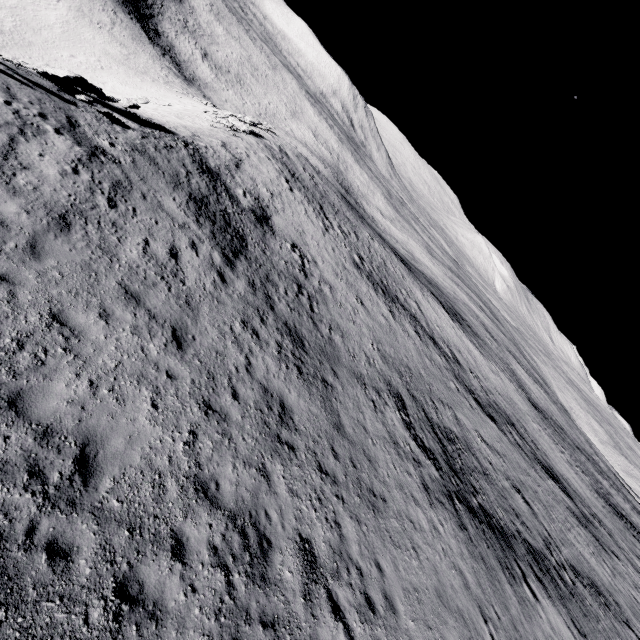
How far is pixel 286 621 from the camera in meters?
6.6
